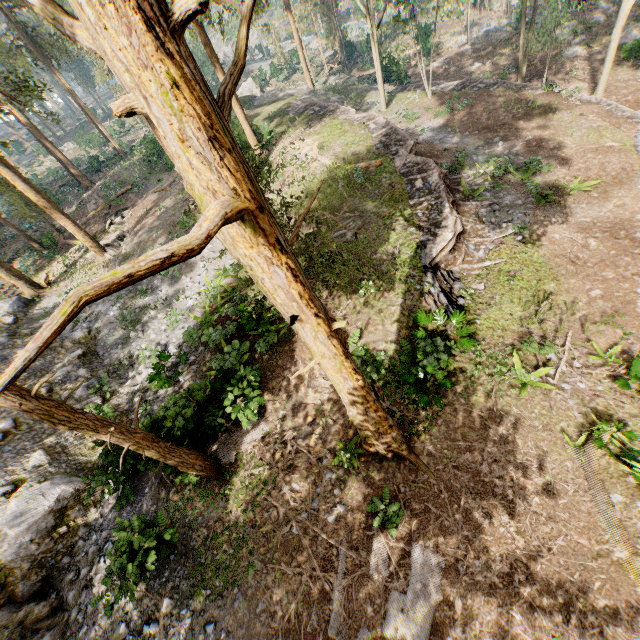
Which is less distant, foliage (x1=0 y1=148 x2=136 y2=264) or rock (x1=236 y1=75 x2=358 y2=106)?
foliage (x1=0 y1=148 x2=136 y2=264)

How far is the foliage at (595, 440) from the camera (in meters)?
8.03

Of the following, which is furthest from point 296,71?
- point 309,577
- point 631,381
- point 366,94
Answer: point 309,577

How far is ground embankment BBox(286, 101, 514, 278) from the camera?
14.4 meters

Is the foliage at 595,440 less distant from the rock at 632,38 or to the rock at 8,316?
the rock at 8,316

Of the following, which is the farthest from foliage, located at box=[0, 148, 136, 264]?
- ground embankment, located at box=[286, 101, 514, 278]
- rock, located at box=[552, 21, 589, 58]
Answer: rock, located at box=[552, 21, 589, 58]

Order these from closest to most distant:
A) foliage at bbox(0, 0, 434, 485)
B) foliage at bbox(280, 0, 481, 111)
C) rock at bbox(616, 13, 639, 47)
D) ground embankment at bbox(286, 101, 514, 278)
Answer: foliage at bbox(0, 0, 434, 485) → ground embankment at bbox(286, 101, 514, 278) → foliage at bbox(280, 0, 481, 111) → rock at bbox(616, 13, 639, 47)

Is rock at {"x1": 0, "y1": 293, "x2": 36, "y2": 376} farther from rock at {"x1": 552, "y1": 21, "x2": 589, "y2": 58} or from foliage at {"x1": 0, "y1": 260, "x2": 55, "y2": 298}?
rock at {"x1": 552, "y1": 21, "x2": 589, "y2": 58}
